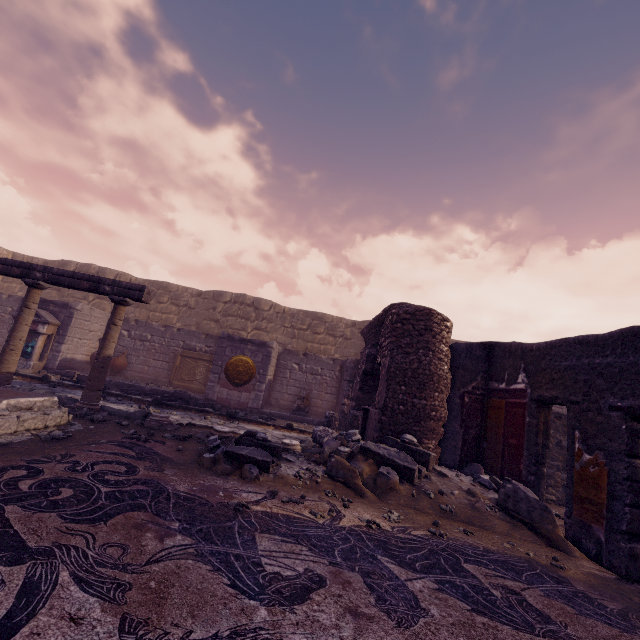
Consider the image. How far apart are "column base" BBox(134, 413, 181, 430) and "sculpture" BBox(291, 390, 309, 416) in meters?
4.6 m

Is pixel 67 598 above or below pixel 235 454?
below

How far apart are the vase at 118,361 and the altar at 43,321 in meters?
1.9 m

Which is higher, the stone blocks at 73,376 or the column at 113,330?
the column at 113,330

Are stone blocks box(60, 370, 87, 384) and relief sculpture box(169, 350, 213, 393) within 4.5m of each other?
yes

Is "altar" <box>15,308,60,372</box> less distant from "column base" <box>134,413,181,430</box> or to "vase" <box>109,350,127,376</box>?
"vase" <box>109,350,127,376</box>

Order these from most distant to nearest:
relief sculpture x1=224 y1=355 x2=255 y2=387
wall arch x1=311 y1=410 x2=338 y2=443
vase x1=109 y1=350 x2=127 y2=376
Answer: vase x1=109 y1=350 x2=127 y2=376 < relief sculpture x1=224 y1=355 x2=255 y2=387 < wall arch x1=311 y1=410 x2=338 y2=443

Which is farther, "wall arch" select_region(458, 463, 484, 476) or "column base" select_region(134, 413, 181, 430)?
A: "column base" select_region(134, 413, 181, 430)
